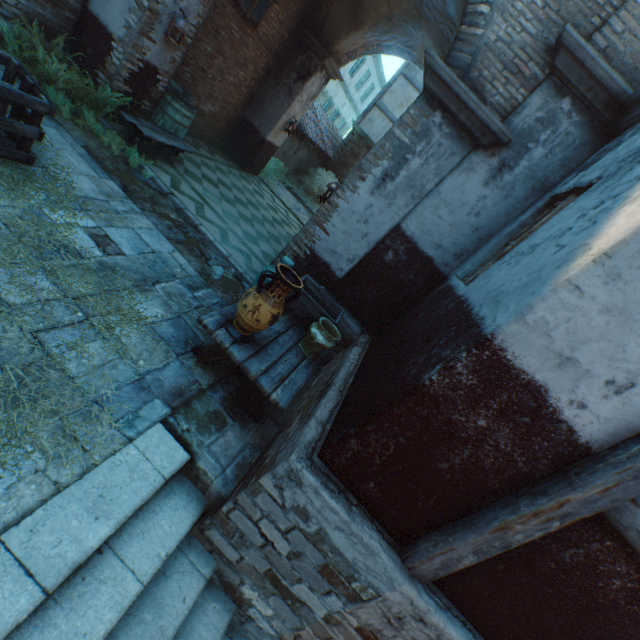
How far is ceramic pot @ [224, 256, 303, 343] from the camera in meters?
2.7 m

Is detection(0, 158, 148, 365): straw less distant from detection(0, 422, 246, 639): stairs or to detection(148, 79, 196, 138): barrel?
detection(0, 422, 246, 639): stairs

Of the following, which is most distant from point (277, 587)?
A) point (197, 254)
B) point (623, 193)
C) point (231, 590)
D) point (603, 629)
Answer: point (197, 254)

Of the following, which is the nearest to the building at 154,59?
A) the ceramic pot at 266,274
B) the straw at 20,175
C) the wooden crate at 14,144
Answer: the straw at 20,175

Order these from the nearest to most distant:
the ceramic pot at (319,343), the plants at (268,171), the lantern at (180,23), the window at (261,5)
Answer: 1. the ceramic pot at (319,343)
2. the lantern at (180,23)
3. the window at (261,5)
4. the plants at (268,171)

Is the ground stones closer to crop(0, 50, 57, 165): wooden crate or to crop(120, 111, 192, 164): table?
crop(120, 111, 192, 164): table

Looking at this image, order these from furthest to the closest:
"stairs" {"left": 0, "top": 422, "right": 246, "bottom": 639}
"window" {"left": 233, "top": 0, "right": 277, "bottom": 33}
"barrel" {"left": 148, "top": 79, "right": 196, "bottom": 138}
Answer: "window" {"left": 233, "top": 0, "right": 277, "bottom": 33}, "barrel" {"left": 148, "top": 79, "right": 196, "bottom": 138}, "stairs" {"left": 0, "top": 422, "right": 246, "bottom": 639}

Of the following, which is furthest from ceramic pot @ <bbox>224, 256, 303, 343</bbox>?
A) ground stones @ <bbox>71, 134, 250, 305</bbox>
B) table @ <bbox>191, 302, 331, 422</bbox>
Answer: ground stones @ <bbox>71, 134, 250, 305</bbox>
